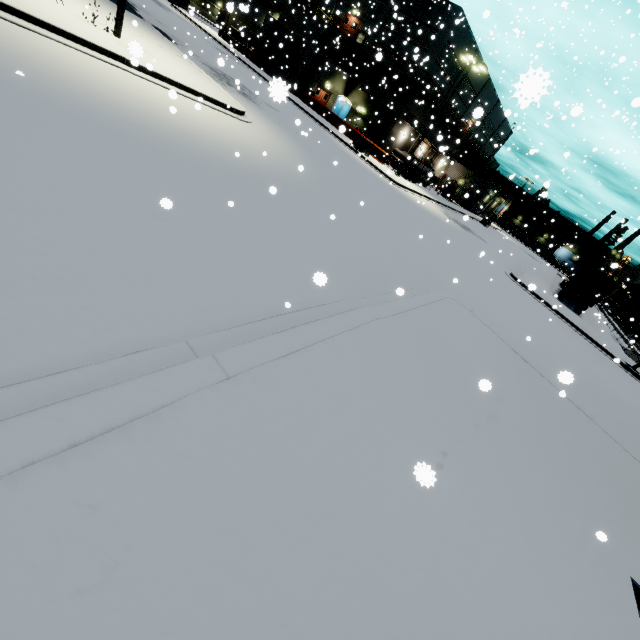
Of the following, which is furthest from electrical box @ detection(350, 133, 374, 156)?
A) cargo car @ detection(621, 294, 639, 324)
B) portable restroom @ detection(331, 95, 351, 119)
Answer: cargo car @ detection(621, 294, 639, 324)

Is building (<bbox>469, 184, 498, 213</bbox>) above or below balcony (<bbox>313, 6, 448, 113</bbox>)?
below

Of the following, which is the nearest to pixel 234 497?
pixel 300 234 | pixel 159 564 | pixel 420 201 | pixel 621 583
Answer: pixel 159 564

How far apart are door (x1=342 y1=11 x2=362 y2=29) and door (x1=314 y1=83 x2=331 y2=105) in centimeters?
707cm

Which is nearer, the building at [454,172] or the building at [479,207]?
the building at [454,172]

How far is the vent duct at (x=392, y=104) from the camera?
36.5m

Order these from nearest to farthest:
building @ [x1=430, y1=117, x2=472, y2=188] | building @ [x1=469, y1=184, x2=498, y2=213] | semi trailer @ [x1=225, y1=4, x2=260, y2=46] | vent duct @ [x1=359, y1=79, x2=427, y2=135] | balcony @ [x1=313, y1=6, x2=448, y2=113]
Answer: balcony @ [x1=313, y1=6, x2=448, y2=113] < vent duct @ [x1=359, y1=79, x2=427, y2=135] < building @ [x1=430, y1=117, x2=472, y2=188] < semi trailer @ [x1=225, y1=4, x2=260, y2=46] < building @ [x1=469, y1=184, x2=498, y2=213]

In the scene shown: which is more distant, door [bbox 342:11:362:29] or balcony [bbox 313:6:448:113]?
door [bbox 342:11:362:29]
